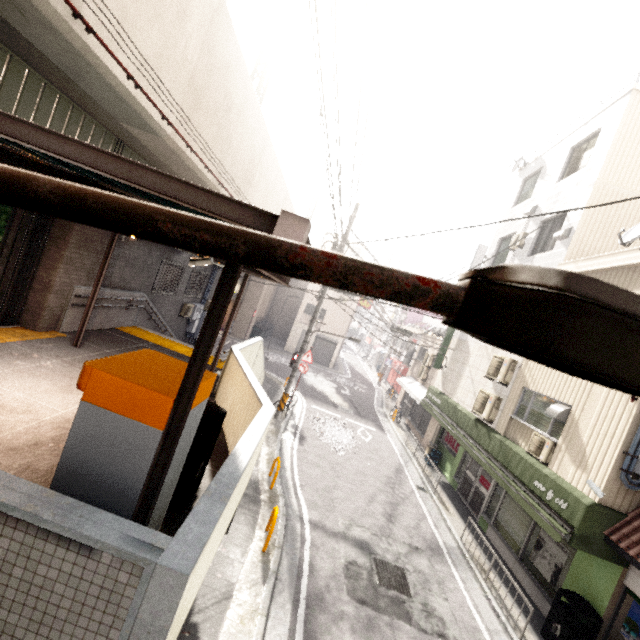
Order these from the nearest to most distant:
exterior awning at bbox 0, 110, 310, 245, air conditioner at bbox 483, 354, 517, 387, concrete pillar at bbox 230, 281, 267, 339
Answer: exterior awning at bbox 0, 110, 310, 245, air conditioner at bbox 483, 354, 517, 387, concrete pillar at bbox 230, 281, 267, 339

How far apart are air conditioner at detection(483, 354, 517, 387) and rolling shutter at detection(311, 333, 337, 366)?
19.0 meters

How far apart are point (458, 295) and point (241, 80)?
9.6 meters

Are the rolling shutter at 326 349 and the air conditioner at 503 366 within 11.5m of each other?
no

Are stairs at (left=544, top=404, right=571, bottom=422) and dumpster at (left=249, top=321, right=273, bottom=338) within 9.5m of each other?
no

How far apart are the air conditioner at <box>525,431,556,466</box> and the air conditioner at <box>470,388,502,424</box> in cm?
175

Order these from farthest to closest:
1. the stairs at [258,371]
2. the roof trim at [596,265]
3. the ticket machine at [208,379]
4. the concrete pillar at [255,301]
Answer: the concrete pillar at [255,301]
the stairs at [258,371]
the roof trim at [596,265]
the ticket machine at [208,379]

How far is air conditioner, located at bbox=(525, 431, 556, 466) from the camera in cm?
804
